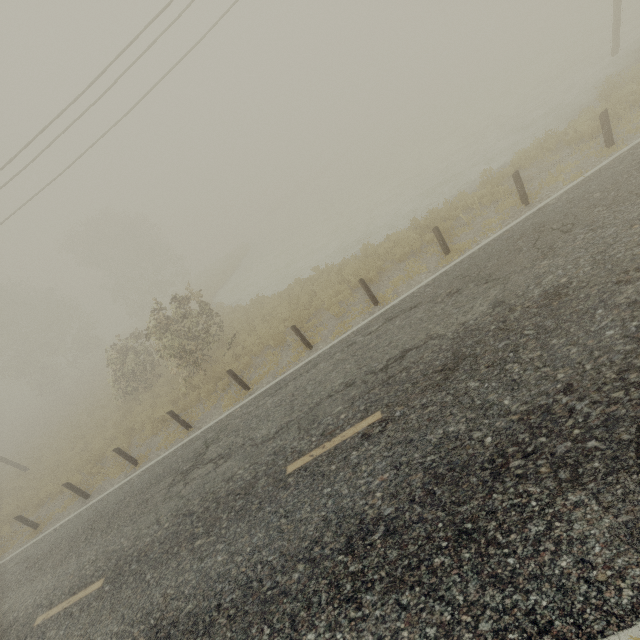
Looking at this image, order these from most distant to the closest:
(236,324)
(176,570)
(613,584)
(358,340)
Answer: (236,324) → (358,340) → (176,570) → (613,584)
